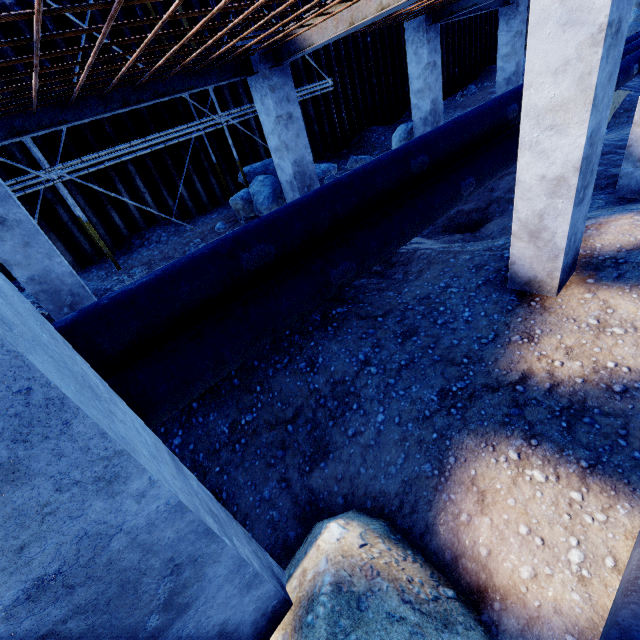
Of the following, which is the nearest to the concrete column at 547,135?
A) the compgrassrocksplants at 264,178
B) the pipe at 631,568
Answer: the pipe at 631,568

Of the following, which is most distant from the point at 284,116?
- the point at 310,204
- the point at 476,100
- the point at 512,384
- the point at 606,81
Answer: the point at 476,100

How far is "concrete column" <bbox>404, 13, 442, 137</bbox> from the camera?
8.0m

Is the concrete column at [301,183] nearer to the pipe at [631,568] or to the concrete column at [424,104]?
the concrete column at [424,104]

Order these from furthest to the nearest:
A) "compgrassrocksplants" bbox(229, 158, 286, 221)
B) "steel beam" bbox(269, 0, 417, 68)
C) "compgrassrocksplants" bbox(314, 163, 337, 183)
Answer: "compgrassrocksplants" bbox(314, 163, 337, 183), "compgrassrocksplants" bbox(229, 158, 286, 221), "steel beam" bbox(269, 0, 417, 68)

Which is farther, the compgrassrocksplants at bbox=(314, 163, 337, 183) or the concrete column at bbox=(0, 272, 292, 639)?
the compgrassrocksplants at bbox=(314, 163, 337, 183)

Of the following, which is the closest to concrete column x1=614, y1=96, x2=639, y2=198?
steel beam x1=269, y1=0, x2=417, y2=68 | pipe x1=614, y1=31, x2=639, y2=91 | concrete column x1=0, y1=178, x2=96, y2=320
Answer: pipe x1=614, y1=31, x2=639, y2=91

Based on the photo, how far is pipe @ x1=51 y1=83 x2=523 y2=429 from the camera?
3.2 meters
